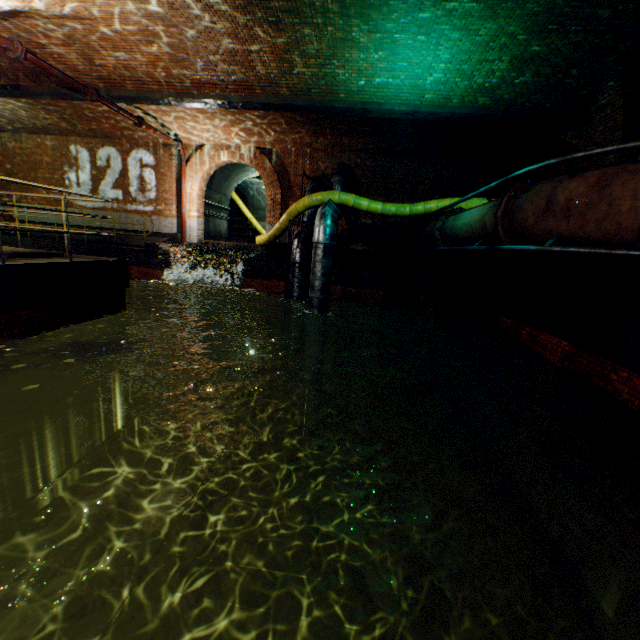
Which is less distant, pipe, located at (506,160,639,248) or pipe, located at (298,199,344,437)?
pipe, located at (506,160,639,248)

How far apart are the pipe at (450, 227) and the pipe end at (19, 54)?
10.1m

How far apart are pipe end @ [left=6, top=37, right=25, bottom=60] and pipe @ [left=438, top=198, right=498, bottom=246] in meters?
10.1

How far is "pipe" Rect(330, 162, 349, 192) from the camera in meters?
12.2

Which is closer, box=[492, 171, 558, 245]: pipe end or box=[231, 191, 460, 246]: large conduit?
box=[492, 171, 558, 245]: pipe end

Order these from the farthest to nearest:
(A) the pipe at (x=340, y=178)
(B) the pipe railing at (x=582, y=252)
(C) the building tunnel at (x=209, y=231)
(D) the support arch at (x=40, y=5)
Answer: (C) the building tunnel at (x=209, y=231)
(A) the pipe at (x=340, y=178)
(D) the support arch at (x=40, y=5)
(B) the pipe railing at (x=582, y=252)

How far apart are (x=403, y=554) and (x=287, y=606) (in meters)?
2.48

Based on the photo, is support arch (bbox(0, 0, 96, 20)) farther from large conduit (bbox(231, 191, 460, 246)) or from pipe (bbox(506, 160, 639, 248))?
pipe (bbox(506, 160, 639, 248))
